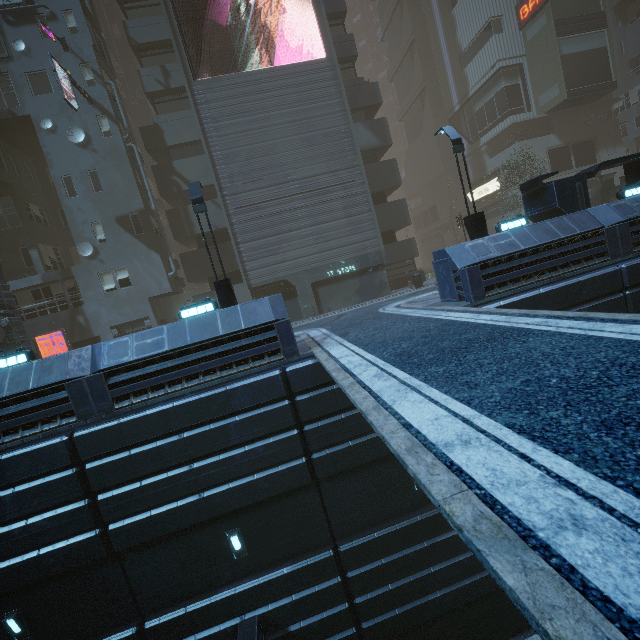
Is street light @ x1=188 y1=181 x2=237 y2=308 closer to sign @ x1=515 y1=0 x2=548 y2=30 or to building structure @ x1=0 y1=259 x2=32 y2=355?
building structure @ x1=0 y1=259 x2=32 y2=355

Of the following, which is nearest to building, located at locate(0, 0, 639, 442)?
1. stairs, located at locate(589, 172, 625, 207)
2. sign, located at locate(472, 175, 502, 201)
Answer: sign, located at locate(472, 175, 502, 201)

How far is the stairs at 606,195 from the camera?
22.6 meters

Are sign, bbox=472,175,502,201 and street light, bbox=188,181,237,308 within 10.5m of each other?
no

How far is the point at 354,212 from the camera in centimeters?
2066cm

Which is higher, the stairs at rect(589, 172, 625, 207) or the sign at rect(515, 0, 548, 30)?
the sign at rect(515, 0, 548, 30)

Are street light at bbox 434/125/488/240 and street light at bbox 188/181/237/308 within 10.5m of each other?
yes

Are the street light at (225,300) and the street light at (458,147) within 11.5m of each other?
yes
